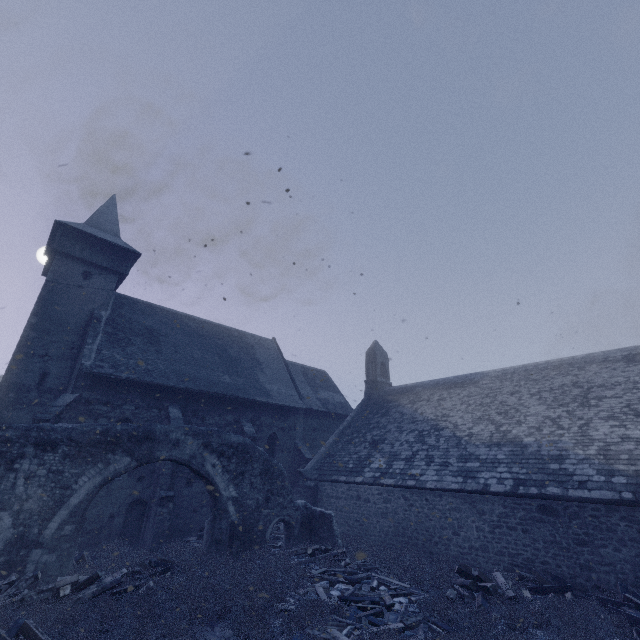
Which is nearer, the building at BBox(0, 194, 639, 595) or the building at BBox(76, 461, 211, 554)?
the building at BBox(0, 194, 639, 595)

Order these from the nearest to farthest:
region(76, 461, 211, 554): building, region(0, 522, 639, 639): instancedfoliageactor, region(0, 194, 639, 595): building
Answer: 1. region(0, 522, 639, 639): instancedfoliageactor
2. region(0, 194, 639, 595): building
3. region(76, 461, 211, 554): building

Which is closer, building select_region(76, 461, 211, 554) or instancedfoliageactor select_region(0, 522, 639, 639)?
instancedfoliageactor select_region(0, 522, 639, 639)

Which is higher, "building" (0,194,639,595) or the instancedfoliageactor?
"building" (0,194,639,595)

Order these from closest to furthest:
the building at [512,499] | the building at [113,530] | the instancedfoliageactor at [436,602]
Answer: the instancedfoliageactor at [436,602], the building at [512,499], the building at [113,530]

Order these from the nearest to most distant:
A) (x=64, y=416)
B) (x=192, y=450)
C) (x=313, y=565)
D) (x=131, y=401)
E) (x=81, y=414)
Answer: (x=313, y=565) < (x=192, y=450) < (x=64, y=416) < (x=81, y=414) < (x=131, y=401)

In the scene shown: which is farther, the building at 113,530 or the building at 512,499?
the building at 113,530
